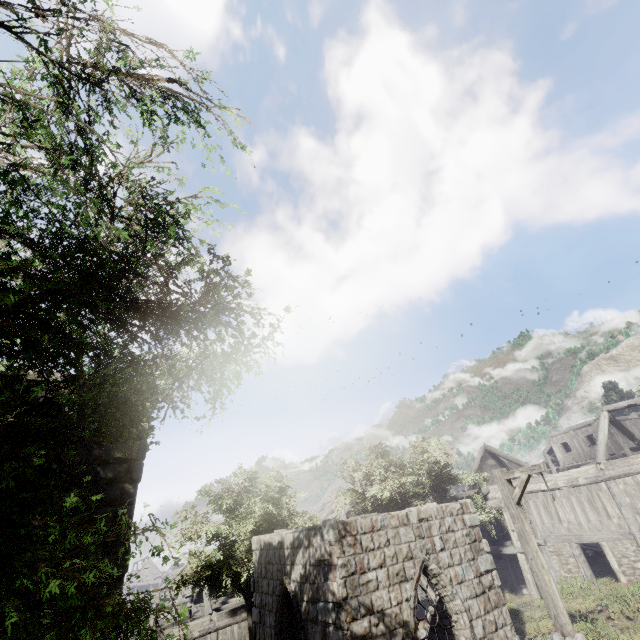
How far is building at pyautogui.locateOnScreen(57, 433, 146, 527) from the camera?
6.46m

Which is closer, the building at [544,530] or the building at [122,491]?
the building at [122,491]

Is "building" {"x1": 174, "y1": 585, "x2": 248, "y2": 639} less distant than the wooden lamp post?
No

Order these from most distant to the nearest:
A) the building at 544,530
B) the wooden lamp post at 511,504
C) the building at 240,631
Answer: the building at 240,631 < the building at 544,530 < the wooden lamp post at 511,504

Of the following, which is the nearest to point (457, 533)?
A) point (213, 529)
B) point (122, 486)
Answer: point (122, 486)

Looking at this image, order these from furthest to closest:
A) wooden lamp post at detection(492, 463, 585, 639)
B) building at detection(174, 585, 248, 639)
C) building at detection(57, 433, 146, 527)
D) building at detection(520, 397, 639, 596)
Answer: building at detection(174, 585, 248, 639) → building at detection(520, 397, 639, 596) → wooden lamp post at detection(492, 463, 585, 639) → building at detection(57, 433, 146, 527)

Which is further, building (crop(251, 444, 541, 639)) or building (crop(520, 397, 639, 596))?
building (crop(520, 397, 639, 596))
